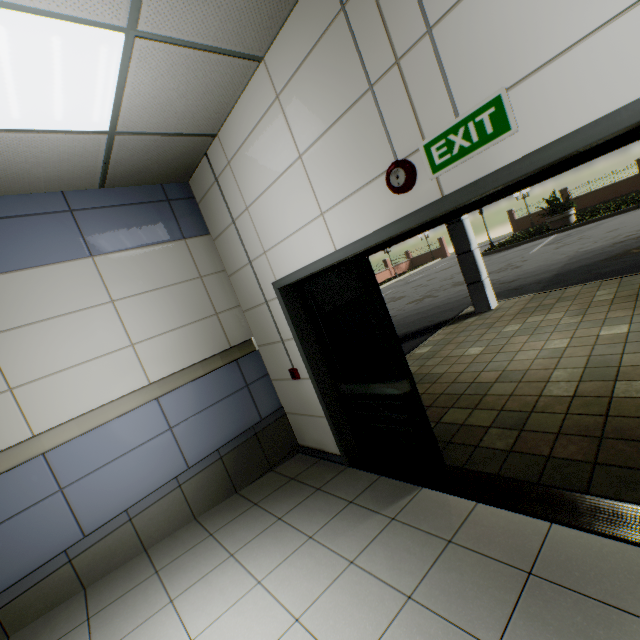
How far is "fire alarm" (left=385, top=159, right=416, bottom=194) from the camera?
2.0 meters

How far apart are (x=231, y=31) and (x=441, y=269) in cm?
2275

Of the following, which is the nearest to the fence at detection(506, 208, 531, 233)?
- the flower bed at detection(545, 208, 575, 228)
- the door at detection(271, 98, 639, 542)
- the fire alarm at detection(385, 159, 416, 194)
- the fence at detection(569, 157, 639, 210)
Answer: the fence at detection(569, 157, 639, 210)

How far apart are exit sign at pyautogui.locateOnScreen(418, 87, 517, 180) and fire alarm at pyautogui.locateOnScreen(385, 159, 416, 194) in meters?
0.1

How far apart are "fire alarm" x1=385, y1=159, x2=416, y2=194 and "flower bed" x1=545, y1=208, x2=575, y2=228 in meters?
21.1

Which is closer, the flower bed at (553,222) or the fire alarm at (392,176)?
the fire alarm at (392,176)

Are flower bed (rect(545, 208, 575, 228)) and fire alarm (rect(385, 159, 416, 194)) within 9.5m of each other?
no

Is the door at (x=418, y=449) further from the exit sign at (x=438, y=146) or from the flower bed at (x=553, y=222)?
the flower bed at (x=553, y=222)
